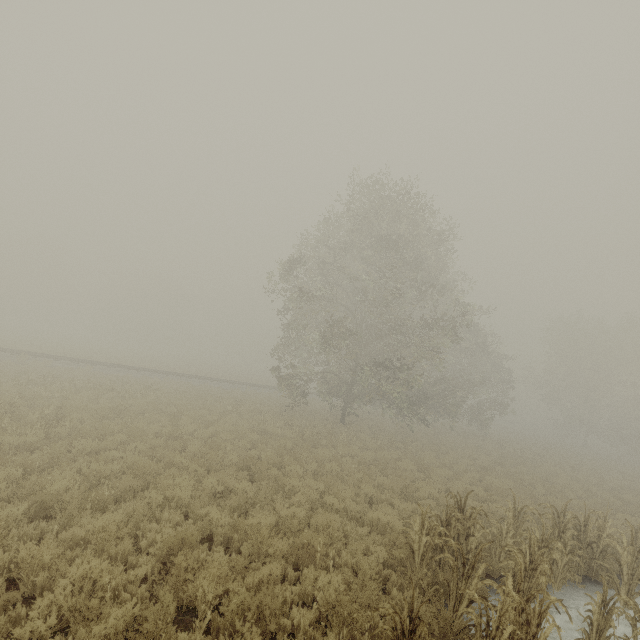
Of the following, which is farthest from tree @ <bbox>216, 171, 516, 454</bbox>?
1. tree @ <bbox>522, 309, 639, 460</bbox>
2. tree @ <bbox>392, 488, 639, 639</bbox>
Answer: tree @ <bbox>522, 309, 639, 460</bbox>

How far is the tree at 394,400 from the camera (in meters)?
19.03

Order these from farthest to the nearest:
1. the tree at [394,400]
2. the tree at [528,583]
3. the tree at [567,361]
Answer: the tree at [567,361] → the tree at [394,400] → the tree at [528,583]

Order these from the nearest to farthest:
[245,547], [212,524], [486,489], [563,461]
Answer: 1. [245,547]
2. [212,524]
3. [486,489]
4. [563,461]

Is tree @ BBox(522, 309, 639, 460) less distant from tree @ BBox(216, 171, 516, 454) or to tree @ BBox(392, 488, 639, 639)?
tree @ BBox(392, 488, 639, 639)

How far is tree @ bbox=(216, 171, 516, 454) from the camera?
19.0m
